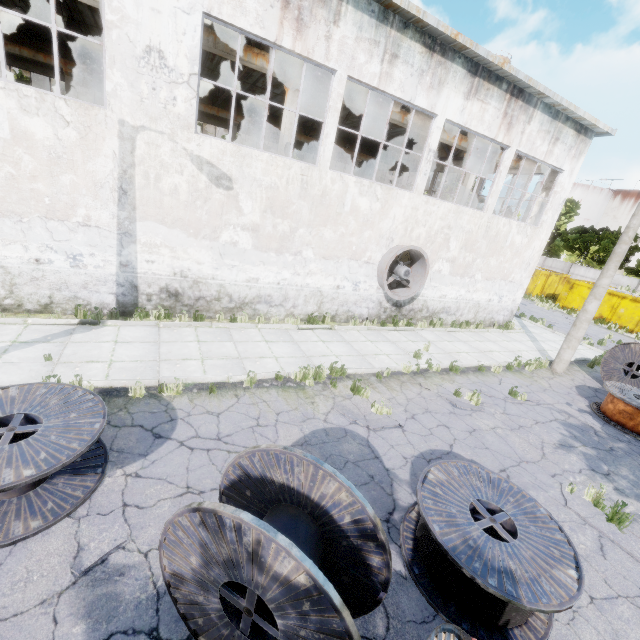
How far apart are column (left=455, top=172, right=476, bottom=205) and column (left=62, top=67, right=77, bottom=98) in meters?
21.6

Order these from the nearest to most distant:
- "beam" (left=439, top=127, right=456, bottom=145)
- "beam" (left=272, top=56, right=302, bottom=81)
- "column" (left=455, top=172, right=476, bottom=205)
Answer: "beam" (left=272, top=56, right=302, bottom=81)
"beam" (left=439, top=127, right=456, bottom=145)
"column" (left=455, top=172, right=476, bottom=205)

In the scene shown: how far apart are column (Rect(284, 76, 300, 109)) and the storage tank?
69.8 meters

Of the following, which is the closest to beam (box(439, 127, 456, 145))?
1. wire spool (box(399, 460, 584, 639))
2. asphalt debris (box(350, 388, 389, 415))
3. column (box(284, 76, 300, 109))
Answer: column (box(284, 76, 300, 109))

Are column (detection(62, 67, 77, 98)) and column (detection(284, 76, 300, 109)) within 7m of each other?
no

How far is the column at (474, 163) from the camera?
15.9 meters

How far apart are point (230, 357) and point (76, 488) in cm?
454

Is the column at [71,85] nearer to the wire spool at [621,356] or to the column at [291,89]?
the column at [291,89]
